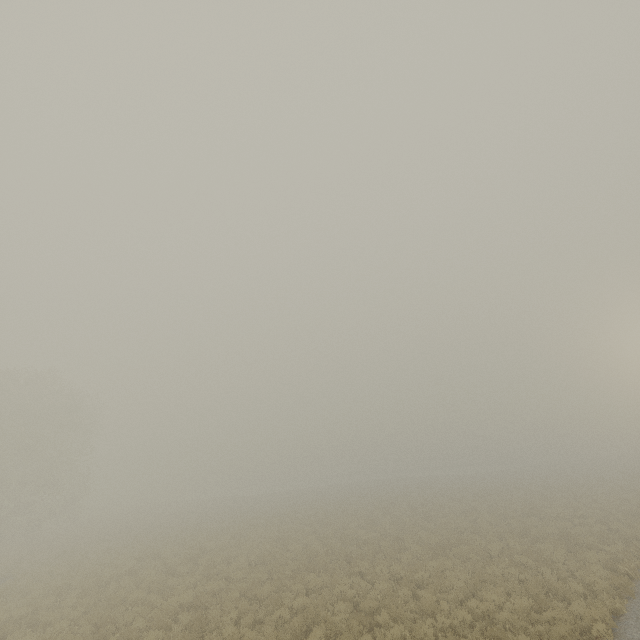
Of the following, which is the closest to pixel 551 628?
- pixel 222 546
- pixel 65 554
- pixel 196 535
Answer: pixel 222 546
